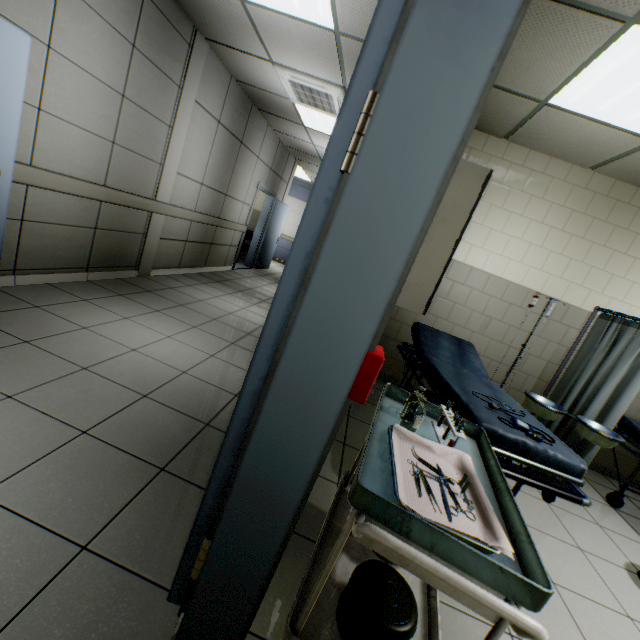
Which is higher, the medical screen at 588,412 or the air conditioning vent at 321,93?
the air conditioning vent at 321,93

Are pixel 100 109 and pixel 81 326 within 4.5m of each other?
yes

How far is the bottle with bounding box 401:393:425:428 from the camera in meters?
1.4

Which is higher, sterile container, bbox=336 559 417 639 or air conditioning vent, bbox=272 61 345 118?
air conditioning vent, bbox=272 61 345 118

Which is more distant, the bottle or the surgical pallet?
the surgical pallet

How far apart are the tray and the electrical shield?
0.5m

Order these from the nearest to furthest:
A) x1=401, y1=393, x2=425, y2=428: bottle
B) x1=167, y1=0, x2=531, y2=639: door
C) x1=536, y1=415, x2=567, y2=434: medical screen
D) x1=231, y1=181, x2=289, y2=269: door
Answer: x1=167, y1=0, x2=531, y2=639: door → x1=401, y1=393, x2=425, y2=428: bottle → x1=536, y1=415, x2=567, y2=434: medical screen → x1=231, y1=181, x2=289, y2=269: door

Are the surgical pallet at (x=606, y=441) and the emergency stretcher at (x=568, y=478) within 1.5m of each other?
yes
